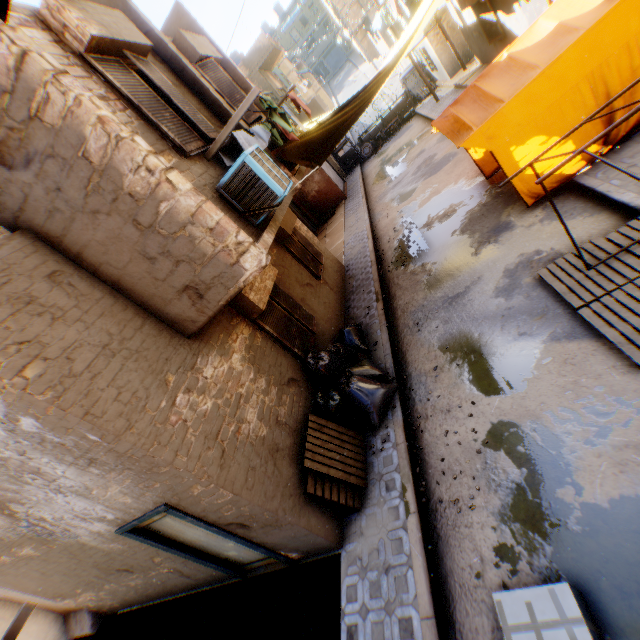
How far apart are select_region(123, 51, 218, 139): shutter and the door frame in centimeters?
496cm

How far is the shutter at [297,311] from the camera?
7.2 meters

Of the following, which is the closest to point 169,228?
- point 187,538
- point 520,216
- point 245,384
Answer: point 245,384

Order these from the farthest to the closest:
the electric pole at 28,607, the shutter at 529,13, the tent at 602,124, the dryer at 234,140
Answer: the shutter at 529,13 < the tent at 602,124 < the dryer at 234,140 < the electric pole at 28,607

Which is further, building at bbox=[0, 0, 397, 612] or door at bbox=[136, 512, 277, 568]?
door at bbox=[136, 512, 277, 568]

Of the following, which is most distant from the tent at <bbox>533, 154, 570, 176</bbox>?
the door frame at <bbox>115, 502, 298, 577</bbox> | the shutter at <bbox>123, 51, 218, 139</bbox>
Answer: the shutter at <bbox>123, 51, 218, 139</bbox>

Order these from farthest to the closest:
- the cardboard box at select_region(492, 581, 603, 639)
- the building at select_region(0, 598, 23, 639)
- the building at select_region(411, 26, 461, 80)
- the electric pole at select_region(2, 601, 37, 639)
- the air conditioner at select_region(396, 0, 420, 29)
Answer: the building at select_region(411, 26, 461, 80)
the air conditioner at select_region(396, 0, 420, 29)
the building at select_region(0, 598, 23, 639)
the cardboard box at select_region(492, 581, 603, 639)
the electric pole at select_region(2, 601, 37, 639)

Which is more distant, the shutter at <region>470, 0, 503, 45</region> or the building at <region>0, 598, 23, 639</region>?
the shutter at <region>470, 0, 503, 45</region>
